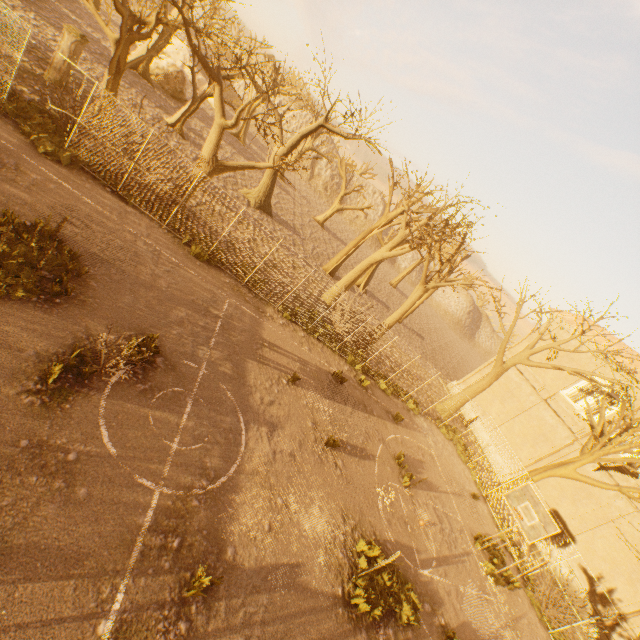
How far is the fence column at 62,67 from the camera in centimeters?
1438cm

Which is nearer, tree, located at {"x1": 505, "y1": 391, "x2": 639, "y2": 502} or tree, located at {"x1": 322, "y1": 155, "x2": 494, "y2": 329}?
tree, located at {"x1": 505, "y1": 391, "x2": 639, "y2": 502}

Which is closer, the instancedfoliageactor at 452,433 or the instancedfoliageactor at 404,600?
the instancedfoliageactor at 404,600

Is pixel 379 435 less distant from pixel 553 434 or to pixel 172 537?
pixel 172 537

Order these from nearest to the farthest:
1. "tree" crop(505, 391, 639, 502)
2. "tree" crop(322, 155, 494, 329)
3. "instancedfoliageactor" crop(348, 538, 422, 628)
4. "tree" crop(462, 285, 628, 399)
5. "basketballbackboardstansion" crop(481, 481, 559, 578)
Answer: "instancedfoliageactor" crop(348, 538, 422, 628) → "basketballbackboardstansion" crop(481, 481, 559, 578) → "tree" crop(505, 391, 639, 502) → "tree" crop(322, 155, 494, 329) → "tree" crop(462, 285, 628, 399)

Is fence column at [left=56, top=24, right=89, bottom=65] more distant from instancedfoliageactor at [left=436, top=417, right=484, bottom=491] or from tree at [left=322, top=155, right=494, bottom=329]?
instancedfoliageactor at [left=436, top=417, right=484, bottom=491]

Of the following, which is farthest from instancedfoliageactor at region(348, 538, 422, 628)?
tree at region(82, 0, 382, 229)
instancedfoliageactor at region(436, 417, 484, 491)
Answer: instancedfoliageactor at region(436, 417, 484, 491)

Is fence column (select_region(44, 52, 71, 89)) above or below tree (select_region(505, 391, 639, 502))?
below
